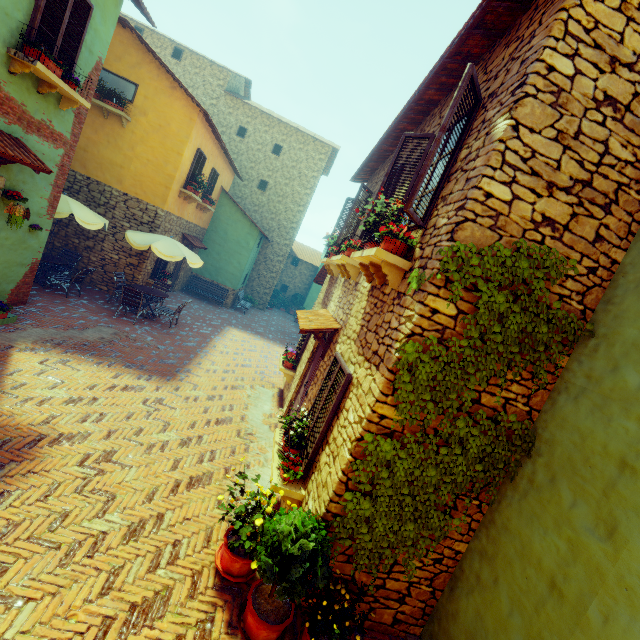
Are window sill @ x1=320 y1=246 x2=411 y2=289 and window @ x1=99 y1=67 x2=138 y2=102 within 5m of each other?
no

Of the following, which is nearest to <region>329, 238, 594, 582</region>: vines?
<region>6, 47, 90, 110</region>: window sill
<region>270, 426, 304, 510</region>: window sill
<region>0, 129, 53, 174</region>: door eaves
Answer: <region>270, 426, 304, 510</region>: window sill

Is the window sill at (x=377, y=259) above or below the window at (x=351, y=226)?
below

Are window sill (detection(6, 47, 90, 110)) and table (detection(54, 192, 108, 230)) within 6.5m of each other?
yes

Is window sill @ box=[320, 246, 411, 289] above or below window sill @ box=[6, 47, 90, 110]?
below

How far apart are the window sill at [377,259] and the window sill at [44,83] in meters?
6.3

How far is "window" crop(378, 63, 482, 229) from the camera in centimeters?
353cm

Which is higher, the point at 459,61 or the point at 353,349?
the point at 459,61
